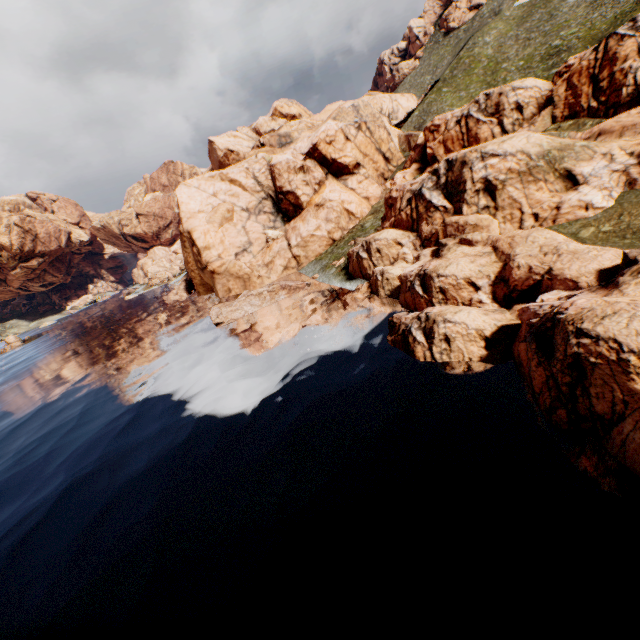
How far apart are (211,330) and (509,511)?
34.1m
